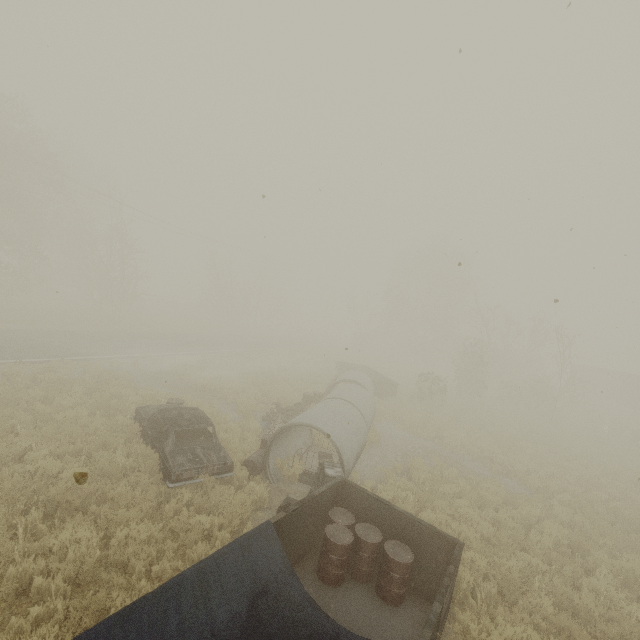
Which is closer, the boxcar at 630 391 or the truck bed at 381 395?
the truck bed at 381 395

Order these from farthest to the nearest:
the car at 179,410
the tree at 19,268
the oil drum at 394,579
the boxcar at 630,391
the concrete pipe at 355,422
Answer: the boxcar at 630,391, the tree at 19,268, the concrete pipe at 355,422, the car at 179,410, the oil drum at 394,579

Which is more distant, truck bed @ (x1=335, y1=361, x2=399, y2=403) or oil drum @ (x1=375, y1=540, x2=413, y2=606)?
truck bed @ (x1=335, y1=361, x2=399, y2=403)

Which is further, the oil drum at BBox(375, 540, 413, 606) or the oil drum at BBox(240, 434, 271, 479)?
the oil drum at BBox(240, 434, 271, 479)

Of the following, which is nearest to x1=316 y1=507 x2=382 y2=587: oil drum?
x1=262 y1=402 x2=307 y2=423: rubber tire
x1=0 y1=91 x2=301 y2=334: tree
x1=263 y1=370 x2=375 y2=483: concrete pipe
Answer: x1=263 y1=370 x2=375 y2=483: concrete pipe

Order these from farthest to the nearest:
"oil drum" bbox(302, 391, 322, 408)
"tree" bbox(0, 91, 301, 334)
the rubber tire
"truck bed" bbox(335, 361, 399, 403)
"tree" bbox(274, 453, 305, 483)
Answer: "tree" bbox(0, 91, 301, 334), "truck bed" bbox(335, 361, 399, 403), "oil drum" bbox(302, 391, 322, 408), the rubber tire, "tree" bbox(274, 453, 305, 483)

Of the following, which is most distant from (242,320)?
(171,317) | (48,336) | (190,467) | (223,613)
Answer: (223,613)

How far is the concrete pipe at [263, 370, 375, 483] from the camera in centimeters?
923cm
